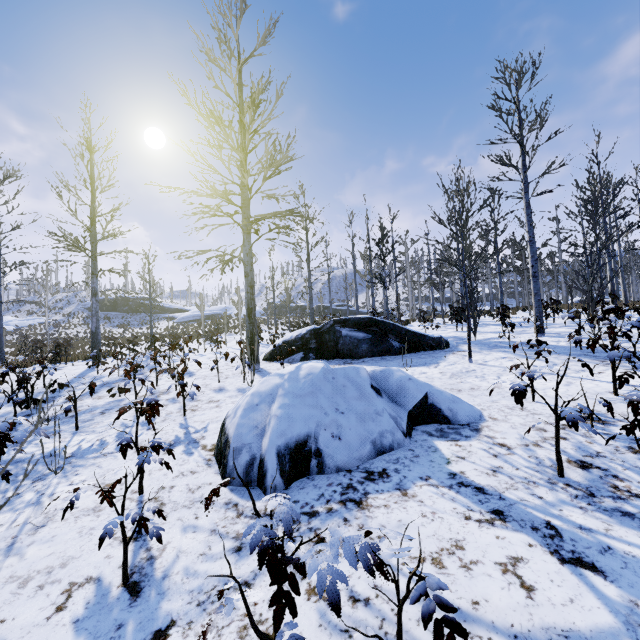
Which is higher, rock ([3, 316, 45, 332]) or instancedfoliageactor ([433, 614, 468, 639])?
rock ([3, 316, 45, 332])

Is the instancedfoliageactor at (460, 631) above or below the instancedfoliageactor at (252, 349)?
below

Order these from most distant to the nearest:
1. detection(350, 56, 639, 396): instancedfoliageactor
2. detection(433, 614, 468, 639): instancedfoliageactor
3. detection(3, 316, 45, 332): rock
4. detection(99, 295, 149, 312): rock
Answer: detection(99, 295, 149, 312): rock < detection(3, 316, 45, 332): rock < detection(350, 56, 639, 396): instancedfoliageactor < detection(433, 614, 468, 639): instancedfoliageactor

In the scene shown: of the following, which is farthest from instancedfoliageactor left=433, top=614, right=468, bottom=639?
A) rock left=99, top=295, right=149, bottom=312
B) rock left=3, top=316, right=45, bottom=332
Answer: rock left=99, top=295, right=149, bottom=312

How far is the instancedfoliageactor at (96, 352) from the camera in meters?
2.3 m

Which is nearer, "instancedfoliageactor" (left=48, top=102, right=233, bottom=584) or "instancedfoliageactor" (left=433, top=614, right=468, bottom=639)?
"instancedfoliageactor" (left=433, top=614, right=468, bottom=639)

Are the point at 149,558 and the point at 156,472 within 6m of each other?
yes

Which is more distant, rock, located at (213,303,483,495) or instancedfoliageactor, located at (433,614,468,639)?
rock, located at (213,303,483,495)
